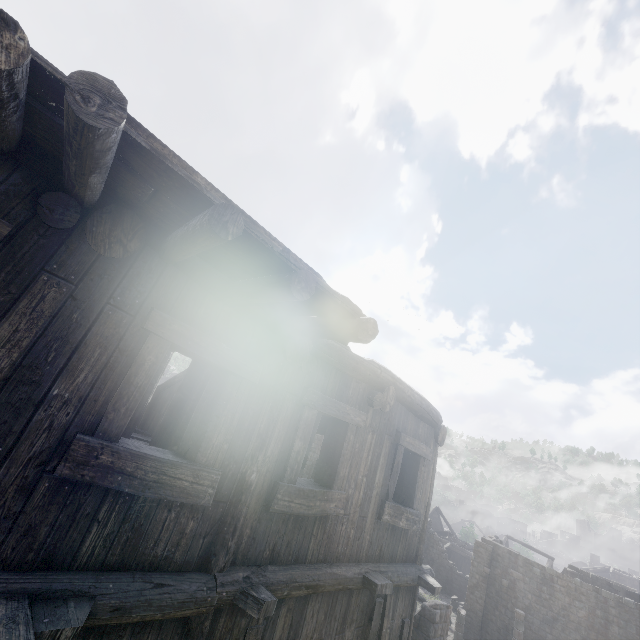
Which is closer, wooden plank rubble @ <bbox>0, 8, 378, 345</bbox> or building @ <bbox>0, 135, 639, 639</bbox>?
wooden plank rubble @ <bbox>0, 8, 378, 345</bbox>

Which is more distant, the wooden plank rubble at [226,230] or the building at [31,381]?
the building at [31,381]

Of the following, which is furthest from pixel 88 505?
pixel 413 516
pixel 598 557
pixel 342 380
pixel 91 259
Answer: pixel 598 557
